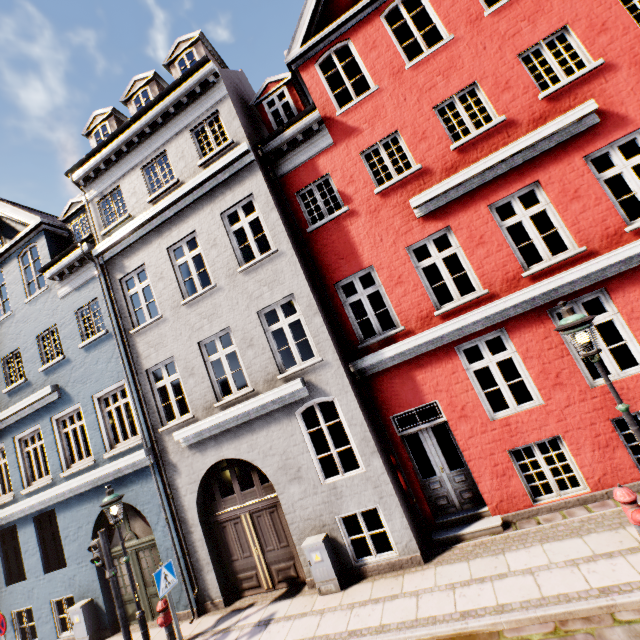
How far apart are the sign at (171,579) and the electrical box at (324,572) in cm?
274

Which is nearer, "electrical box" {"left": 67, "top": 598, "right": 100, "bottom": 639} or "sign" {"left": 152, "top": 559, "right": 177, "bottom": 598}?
"sign" {"left": 152, "top": 559, "right": 177, "bottom": 598}

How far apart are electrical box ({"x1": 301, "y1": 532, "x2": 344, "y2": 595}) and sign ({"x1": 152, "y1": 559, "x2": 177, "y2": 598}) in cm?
274

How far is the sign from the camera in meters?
6.6

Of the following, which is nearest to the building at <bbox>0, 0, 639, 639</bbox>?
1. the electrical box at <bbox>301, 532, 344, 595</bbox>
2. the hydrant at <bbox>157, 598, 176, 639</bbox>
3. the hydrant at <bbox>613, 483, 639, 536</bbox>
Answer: the electrical box at <bbox>301, 532, 344, 595</bbox>

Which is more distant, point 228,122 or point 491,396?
point 491,396

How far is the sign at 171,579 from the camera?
6.6m

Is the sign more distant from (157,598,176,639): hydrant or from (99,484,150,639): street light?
(99,484,150,639): street light
